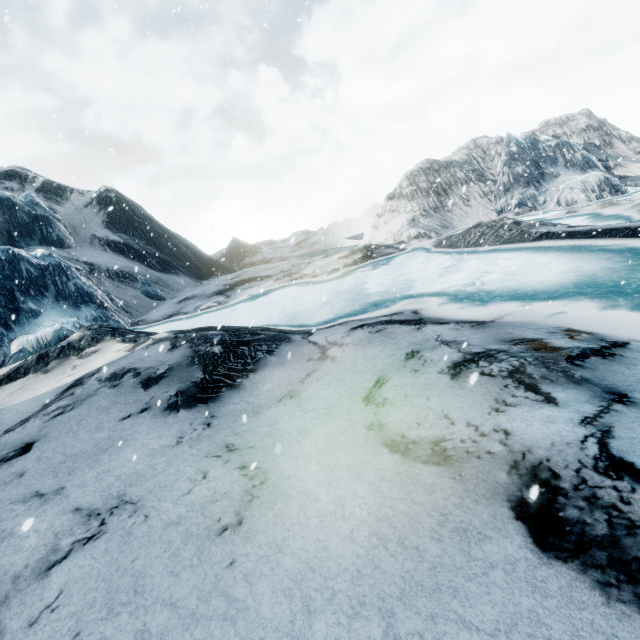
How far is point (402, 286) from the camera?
11.5 meters
